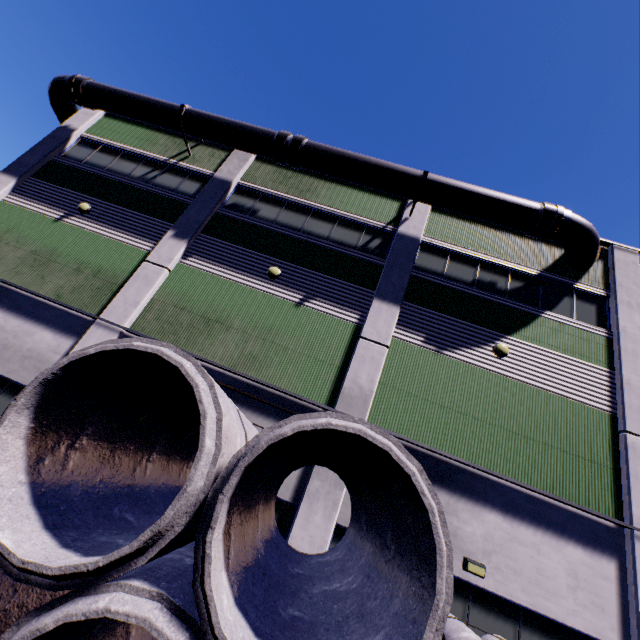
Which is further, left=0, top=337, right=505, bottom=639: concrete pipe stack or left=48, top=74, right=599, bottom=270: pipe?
left=48, top=74, right=599, bottom=270: pipe

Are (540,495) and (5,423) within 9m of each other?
no

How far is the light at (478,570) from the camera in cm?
750

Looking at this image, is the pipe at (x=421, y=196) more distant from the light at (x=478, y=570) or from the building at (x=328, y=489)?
the light at (x=478, y=570)

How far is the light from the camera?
7.5m

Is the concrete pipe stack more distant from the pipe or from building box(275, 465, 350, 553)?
the pipe

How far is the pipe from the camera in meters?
11.2 m

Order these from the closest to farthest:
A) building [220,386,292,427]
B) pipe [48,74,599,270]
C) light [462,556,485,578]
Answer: light [462,556,485,578] < building [220,386,292,427] < pipe [48,74,599,270]
